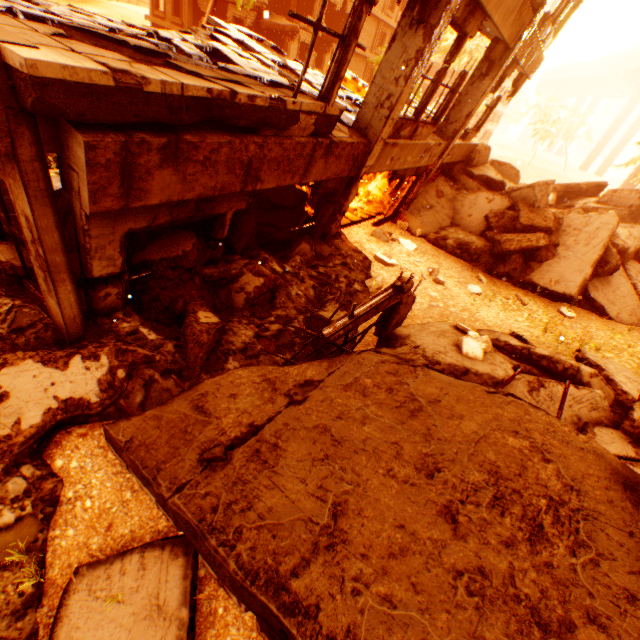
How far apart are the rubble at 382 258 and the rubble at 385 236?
1.17m

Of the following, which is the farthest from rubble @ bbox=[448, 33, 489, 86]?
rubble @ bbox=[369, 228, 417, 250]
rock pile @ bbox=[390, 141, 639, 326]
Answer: rubble @ bbox=[369, 228, 417, 250]

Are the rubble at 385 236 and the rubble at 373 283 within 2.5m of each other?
no

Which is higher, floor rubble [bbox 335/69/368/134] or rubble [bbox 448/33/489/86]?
rubble [bbox 448/33/489/86]

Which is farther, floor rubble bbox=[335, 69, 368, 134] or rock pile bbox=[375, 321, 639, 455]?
floor rubble bbox=[335, 69, 368, 134]

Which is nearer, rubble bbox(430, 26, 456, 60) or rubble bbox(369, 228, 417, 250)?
rubble bbox(369, 228, 417, 250)

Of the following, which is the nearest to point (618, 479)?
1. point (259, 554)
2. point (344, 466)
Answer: point (344, 466)

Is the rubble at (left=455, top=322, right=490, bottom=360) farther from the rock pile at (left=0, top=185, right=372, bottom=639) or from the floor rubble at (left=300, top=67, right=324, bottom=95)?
the floor rubble at (left=300, top=67, right=324, bottom=95)
